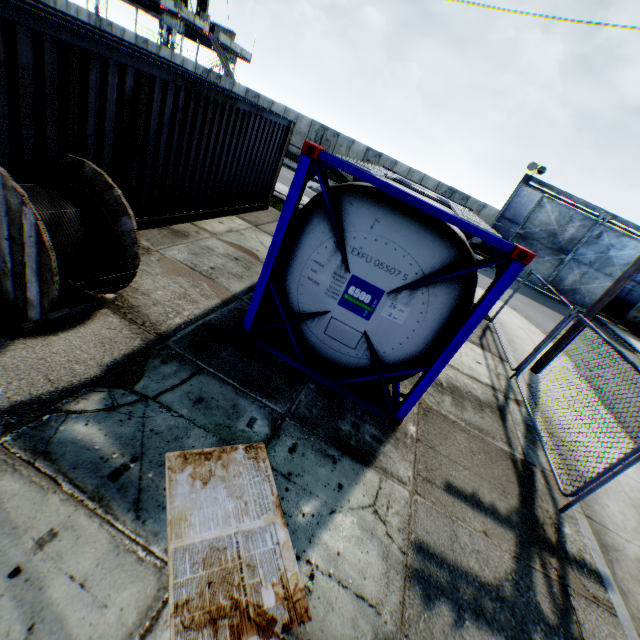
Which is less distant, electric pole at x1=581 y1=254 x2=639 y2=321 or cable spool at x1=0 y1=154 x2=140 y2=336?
cable spool at x1=0 y1=154 x2=140 y2=336

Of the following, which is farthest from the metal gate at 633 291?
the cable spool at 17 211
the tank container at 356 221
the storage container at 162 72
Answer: the cable spool at 17 211

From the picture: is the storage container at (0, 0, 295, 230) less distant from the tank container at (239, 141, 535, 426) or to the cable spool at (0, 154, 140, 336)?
the cable spool at (0, 154, 140, 336)

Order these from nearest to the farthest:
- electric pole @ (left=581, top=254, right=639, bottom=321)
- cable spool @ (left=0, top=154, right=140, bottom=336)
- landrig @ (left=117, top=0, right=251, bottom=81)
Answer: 1. cable spool @ (left=0, top=154, right=140, bottom=336)
2. electric pole @ (left=581, top=254, right=639, bottom=321)
3. landrig @ (left=117, top=0, right=251, bottom=81)

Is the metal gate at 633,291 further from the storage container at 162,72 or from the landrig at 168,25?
the landrig at 168,25

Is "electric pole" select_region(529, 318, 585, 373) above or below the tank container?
below

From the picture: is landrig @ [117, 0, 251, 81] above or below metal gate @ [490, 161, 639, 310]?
above

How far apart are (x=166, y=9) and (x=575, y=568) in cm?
4490
